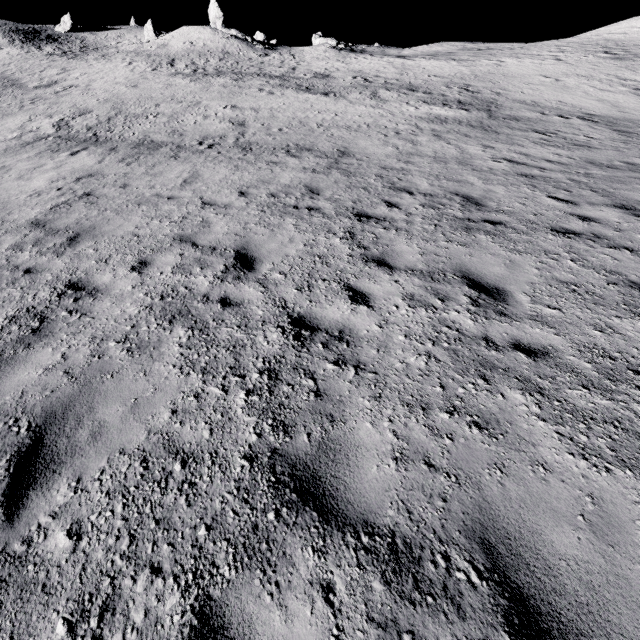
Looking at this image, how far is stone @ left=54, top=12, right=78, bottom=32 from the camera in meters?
52.1 m

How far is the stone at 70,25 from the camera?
52.1m

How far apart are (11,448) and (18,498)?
0.6 meters
